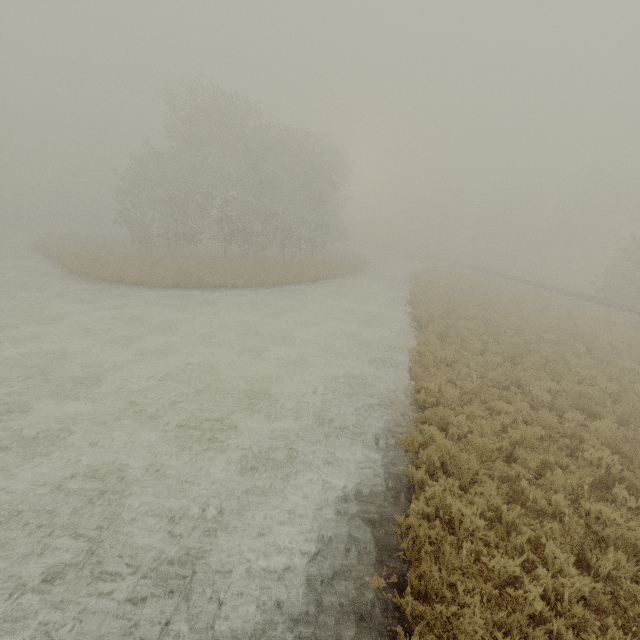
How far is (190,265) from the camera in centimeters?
2752cm
